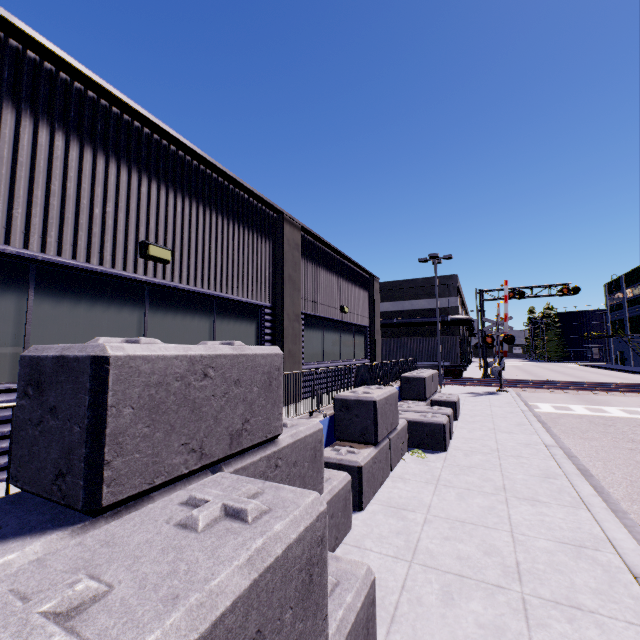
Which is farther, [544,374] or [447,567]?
[544,374]

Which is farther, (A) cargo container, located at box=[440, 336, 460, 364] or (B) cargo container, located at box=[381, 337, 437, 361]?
(B) cargo container, located at box=[381, 337, 437, 361]

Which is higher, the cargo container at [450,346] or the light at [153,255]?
the light at [153,255]

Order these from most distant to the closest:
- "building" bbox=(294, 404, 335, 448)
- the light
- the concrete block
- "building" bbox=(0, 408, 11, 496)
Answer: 1. "building" bbox=(294, 404, 335, 448)
2. the light
3. "building" bbox=(0, 408, 11, 496)
4. the concrete block

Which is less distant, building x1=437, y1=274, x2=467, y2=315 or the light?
the light

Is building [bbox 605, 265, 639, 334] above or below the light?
above

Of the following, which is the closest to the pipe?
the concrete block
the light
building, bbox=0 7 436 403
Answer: building, bbox=0 7 436 403

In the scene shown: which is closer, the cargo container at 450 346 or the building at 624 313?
the cargo container at 450 346
